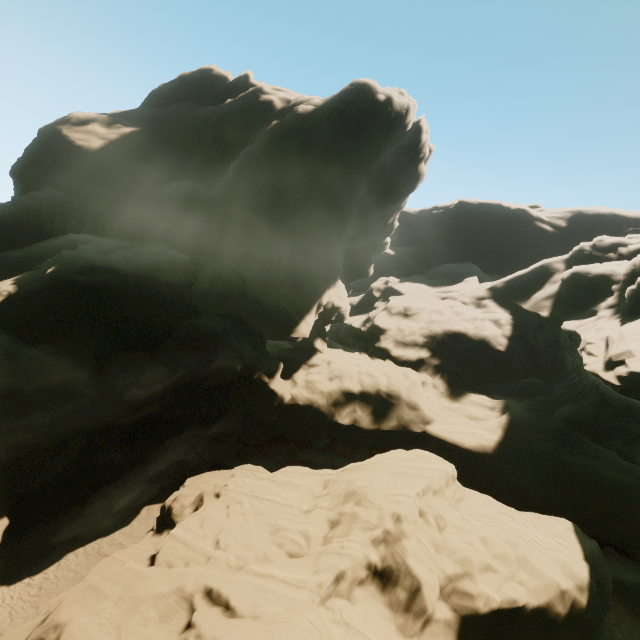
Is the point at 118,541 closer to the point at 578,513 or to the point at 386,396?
the point at 386,396
